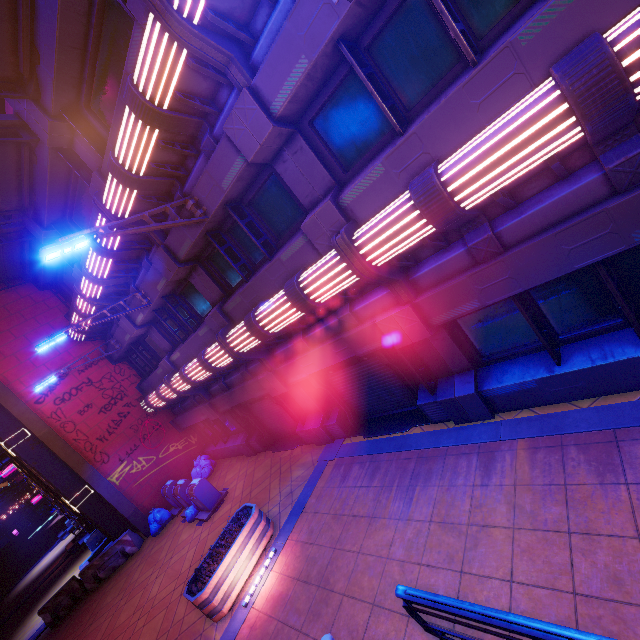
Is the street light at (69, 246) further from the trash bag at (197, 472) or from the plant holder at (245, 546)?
the trash bag at (197, 472)

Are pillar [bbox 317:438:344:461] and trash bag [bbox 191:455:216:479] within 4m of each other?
no

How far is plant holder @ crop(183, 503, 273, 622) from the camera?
7.0 meters

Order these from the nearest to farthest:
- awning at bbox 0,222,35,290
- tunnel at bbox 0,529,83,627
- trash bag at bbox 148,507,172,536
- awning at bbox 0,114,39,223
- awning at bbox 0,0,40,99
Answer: awning at bbox 0,0,40,99 < awning at bbox 0,114,39,223 < awning at bbox 0,222,35,290 < trash bag at bbox 148,507,172,536 < tunnel at bbox 0,529,83,627

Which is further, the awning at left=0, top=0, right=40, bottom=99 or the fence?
the fence

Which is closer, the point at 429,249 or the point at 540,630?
the point at 540,630

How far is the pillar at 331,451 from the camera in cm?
941

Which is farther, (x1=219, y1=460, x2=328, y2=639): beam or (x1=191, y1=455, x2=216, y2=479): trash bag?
(x1=191, y1=455, x2=216, y2=479): trash bag
